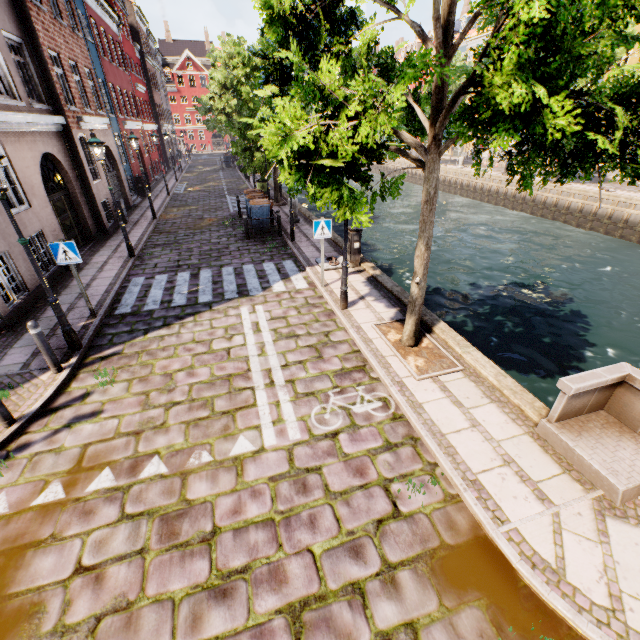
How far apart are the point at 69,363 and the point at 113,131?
16.3m

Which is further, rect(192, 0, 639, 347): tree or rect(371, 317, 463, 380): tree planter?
rect(371, 317, 463, 380): tree planter

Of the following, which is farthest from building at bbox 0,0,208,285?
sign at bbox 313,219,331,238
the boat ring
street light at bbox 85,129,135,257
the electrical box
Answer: the electrical box

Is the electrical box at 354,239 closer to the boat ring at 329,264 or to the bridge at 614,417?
the boat ring at 329,264

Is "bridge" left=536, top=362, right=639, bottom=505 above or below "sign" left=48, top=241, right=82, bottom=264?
below

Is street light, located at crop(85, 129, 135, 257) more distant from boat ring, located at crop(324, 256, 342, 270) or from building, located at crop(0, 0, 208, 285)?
boat ring, located at crop(324, 256, 342, 270)

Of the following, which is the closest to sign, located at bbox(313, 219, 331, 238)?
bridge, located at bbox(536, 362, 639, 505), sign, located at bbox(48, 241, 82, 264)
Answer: sign, located at bbox(48, 241, 82, 264)

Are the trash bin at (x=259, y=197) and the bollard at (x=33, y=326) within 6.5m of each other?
no
